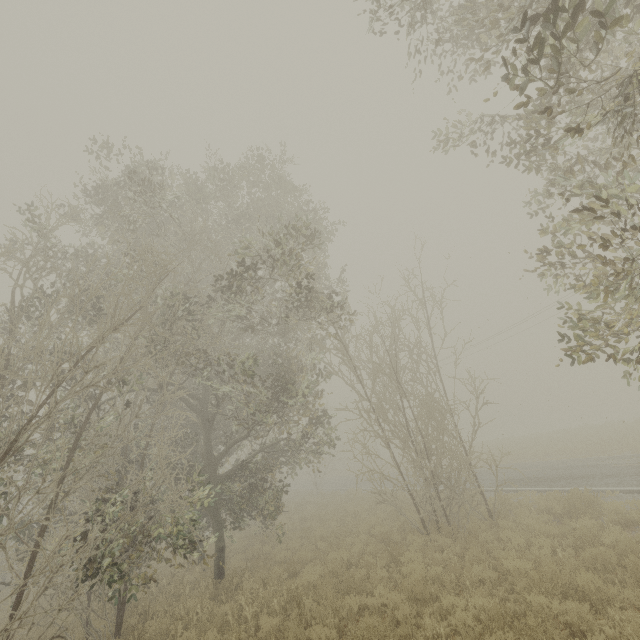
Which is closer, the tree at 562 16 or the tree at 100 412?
the tree at 562 16

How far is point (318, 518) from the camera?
18.8 meters

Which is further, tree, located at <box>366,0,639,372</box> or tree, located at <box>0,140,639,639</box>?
tree, located at <box>0,140,639,639</box>
